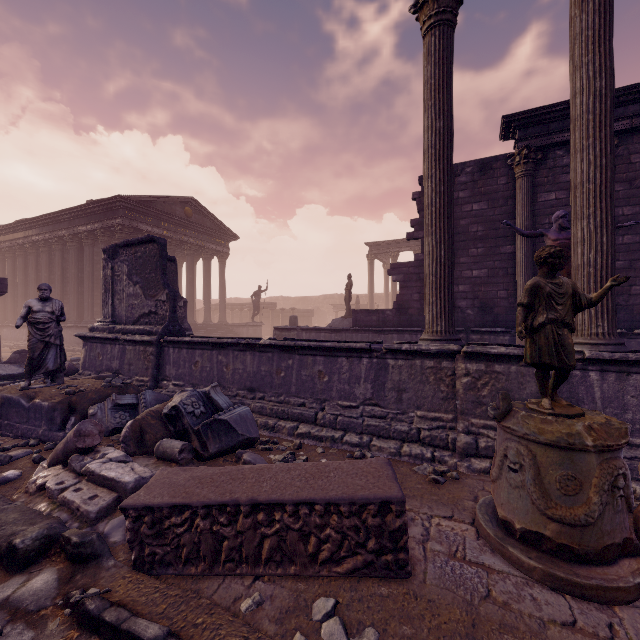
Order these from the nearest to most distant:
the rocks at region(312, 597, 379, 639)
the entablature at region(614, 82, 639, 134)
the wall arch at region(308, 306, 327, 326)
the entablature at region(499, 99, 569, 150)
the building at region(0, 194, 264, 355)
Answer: the rocks at region(312, 597, 379, 639) → the entablature at region(614, 82, 639, 134) → the entablature at region(499, 99, 569, 150) → the building at region(0, 194, 264, 355) → the wall arch at region(308, 306, 327, 326)

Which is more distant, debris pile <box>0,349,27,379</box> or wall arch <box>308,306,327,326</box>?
wall arch <box>308,306,327,326</box>

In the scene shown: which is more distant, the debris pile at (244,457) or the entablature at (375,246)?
the entablature at (375,246)

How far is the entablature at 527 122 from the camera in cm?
921

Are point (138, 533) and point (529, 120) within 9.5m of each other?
no

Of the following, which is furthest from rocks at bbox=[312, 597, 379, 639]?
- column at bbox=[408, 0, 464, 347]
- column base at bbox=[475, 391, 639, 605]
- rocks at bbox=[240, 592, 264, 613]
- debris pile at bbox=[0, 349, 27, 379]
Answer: debris pile at bbox=[0, 349, 27, 379]

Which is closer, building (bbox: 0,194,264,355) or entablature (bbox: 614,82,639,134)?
entablature (bbox: 614,82,639,134)

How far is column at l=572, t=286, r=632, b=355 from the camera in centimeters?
380cm
